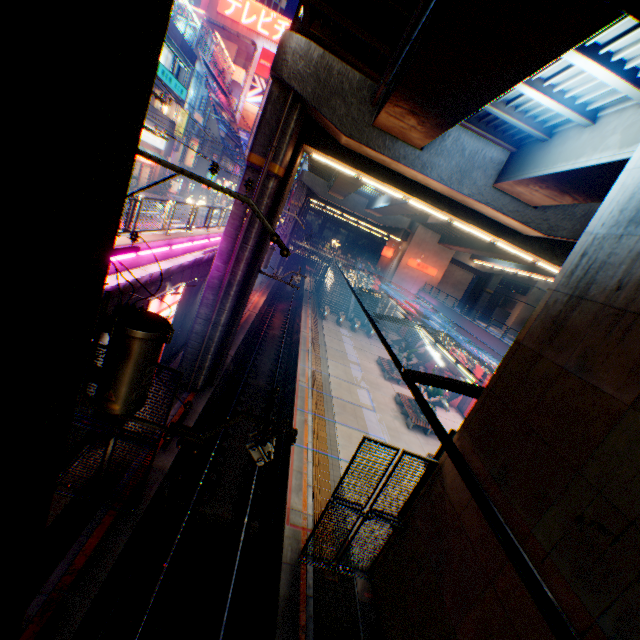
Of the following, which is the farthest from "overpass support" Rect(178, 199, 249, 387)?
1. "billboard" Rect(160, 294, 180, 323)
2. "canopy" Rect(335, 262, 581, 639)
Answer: "canopy" Rect(335, 262, 581, 639)

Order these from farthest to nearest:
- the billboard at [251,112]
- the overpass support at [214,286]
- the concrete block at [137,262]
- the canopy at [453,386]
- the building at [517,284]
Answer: the billboard at [251,112], the building at [517,284], the overpass support at [214,286], the concrete block at [137,262], the canopy at [453,386]

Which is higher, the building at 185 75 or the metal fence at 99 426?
the building at 185 75

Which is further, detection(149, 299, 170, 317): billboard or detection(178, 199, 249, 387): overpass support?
detection(178, 199, 249, 387): overpass support

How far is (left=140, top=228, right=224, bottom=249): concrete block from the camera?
10.7m

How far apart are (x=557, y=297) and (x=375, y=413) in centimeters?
1545cm

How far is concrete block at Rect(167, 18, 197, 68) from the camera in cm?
2428

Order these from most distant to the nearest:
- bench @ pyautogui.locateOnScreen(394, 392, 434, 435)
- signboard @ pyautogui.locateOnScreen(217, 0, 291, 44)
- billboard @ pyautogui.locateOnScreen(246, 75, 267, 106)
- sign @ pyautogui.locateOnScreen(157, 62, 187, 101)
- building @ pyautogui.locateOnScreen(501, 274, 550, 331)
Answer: billboard @ pyautogui.locateOnScreen(246, 75, 267, 106) → signboard @ pyautogui.locateOnScreen(217, 0, 291, 44) → building @ pyautogui.locateOnScreen(501, 274, 550, 331) → sign @ pyautogui.locateOnScreen(157, 62, 187, 101) → bench @ pyautogui.locateOnScreen(394, 392, 434, 435)
